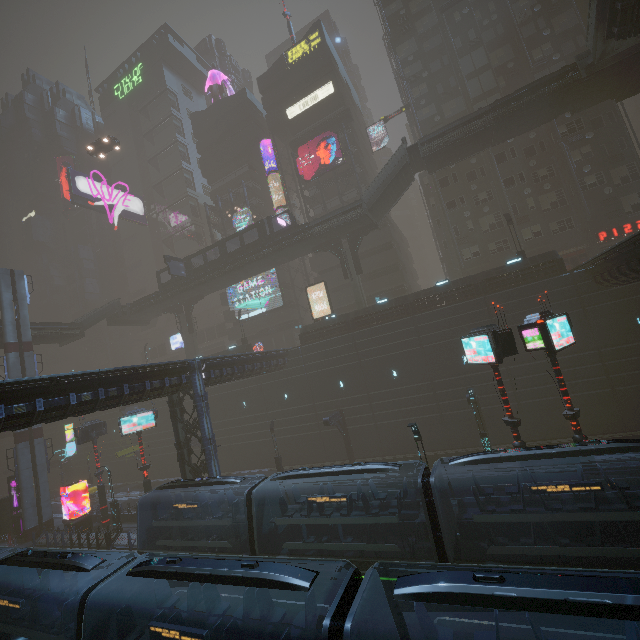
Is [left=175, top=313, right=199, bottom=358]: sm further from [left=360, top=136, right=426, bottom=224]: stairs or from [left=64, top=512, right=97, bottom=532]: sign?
[left=360, top=136, right=426, bottom=224]: stairs

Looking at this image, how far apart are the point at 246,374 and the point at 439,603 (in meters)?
23.88

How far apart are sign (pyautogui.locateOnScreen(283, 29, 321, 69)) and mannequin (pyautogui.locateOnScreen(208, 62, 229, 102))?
13.2m

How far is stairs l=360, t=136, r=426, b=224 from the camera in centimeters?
3069cm

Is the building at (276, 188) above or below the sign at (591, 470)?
above

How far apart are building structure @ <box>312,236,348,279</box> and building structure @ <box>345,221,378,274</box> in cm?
68

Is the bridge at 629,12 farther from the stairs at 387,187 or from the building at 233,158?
the stairs at 387,187

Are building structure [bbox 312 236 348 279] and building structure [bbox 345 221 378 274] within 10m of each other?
yes
